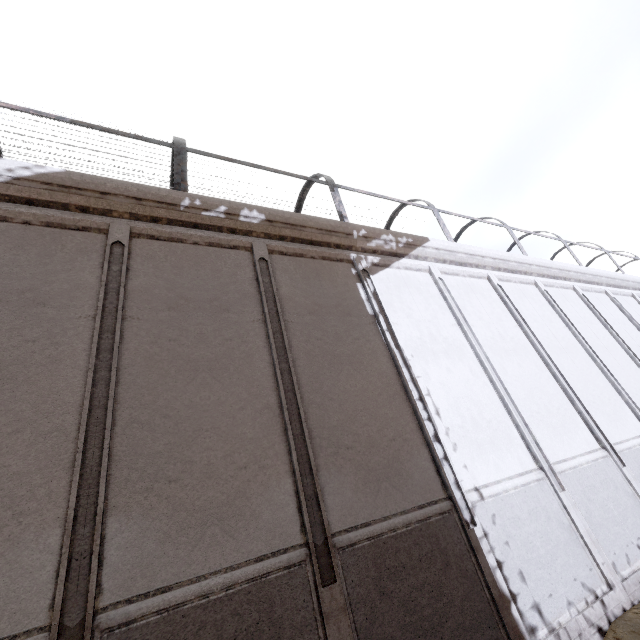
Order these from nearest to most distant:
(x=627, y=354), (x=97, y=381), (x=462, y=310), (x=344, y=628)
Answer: (x=344, y=628)
(x=97, y=381)
(x=462, y=310)
(x=627, y=354)
